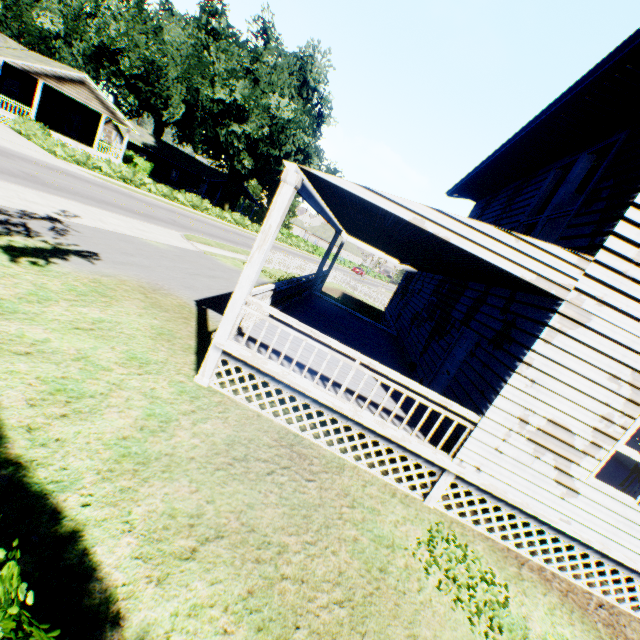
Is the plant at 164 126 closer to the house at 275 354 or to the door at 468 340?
the house at 275 354

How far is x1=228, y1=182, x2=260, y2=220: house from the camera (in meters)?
53.31

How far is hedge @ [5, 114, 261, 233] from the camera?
23.9 meters

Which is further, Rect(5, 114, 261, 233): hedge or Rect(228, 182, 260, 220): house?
Rect(228, 182, 260, 220): house

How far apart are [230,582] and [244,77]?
45.1 meters

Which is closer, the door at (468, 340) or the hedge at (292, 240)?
the door at (468, 340)

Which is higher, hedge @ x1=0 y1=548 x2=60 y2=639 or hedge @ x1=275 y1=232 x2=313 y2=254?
hedge @ x1=0 y1=548 x2=60 y2=639

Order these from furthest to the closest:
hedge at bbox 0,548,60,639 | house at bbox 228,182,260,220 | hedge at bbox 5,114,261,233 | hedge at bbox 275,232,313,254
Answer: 1. house at bbox 228,182,260,220
2. hedge at bbox 275,232,313,254
3. hedge at bbox 5,114,261,233
4. hedge at bbox 0,548,60,639
